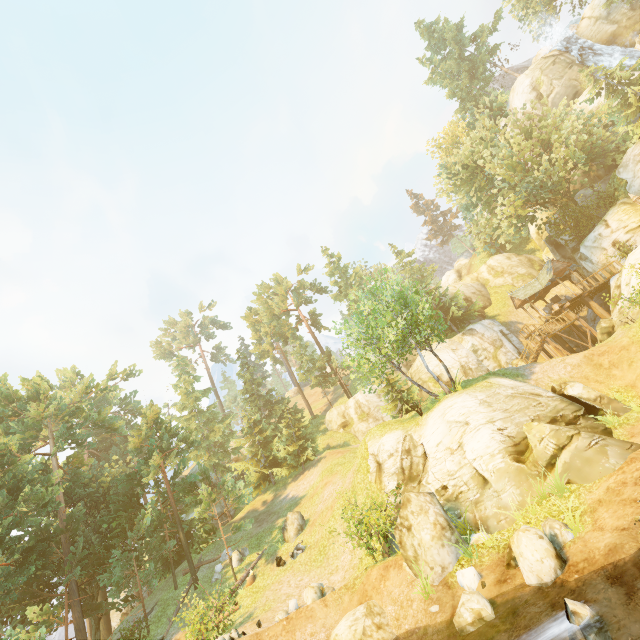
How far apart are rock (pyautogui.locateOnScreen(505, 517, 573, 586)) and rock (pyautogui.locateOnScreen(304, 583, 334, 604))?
7.91m

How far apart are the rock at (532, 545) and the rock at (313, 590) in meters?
7.9 m

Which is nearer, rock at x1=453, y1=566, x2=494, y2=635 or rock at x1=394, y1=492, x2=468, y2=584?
rock at x1=453, y1=566, x2=494, y2=635

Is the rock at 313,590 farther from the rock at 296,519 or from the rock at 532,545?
the rock at 532,545

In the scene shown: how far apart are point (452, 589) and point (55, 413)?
30.1 meters

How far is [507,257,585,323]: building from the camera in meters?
31.3 m

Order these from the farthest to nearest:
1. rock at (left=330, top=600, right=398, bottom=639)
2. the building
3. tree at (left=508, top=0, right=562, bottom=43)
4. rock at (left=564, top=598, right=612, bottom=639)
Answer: tree at (left=508, top=0, right=562, bottom=43) → the building → rock at (left=330, top=600, right=398, bottom=639) → rock at (left=564, top=598, right=612, bottom=639)

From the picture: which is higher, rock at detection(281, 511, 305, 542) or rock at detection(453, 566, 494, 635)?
rock at detection(281, 511, 305, 542)
